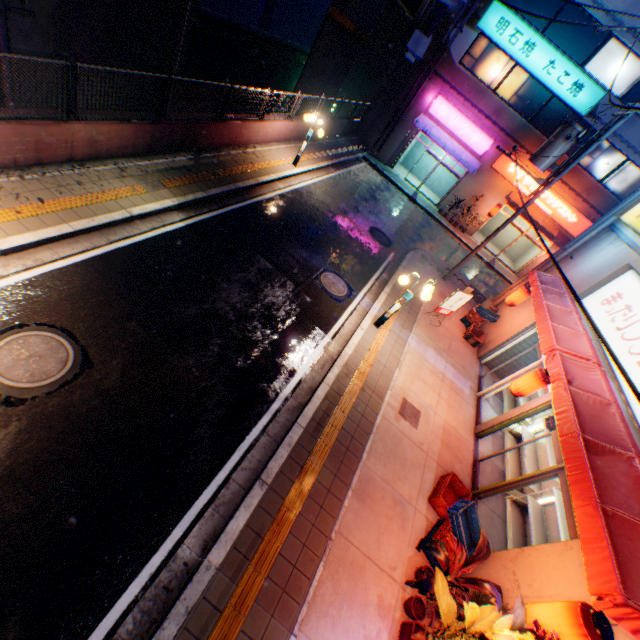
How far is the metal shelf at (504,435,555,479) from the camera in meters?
8.8

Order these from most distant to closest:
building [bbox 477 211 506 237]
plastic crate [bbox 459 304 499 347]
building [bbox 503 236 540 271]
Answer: building [bbox 477 211 506 237], building [bbox 503 236 540 271], plastic crate [bbox 459 304 499 347]

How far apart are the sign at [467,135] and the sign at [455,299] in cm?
1380

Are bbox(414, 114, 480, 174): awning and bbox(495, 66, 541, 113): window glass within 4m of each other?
yes

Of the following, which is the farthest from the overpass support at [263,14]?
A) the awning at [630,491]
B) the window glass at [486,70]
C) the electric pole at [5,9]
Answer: the awning at [630,491]

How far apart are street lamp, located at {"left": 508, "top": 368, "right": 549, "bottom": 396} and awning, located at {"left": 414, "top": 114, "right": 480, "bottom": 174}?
17.0m

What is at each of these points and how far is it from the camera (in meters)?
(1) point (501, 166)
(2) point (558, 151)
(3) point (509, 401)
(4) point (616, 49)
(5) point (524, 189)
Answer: (1) sign, 20.41
(2) electric pole, 11.46
(3) metal shelf, 11.73
(4) window glass, 16.50
(5) sign, 20.48

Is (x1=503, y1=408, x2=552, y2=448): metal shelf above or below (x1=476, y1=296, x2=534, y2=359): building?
below
